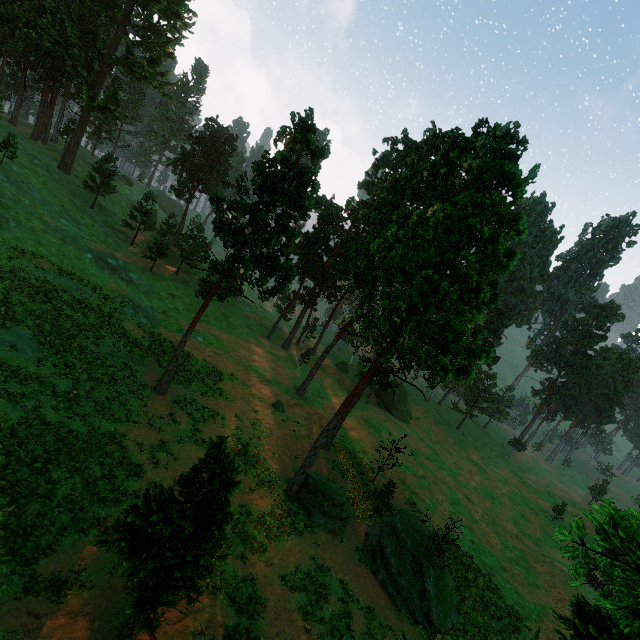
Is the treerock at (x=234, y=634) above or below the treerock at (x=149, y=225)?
below

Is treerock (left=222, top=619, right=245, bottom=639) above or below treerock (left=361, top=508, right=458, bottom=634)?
above

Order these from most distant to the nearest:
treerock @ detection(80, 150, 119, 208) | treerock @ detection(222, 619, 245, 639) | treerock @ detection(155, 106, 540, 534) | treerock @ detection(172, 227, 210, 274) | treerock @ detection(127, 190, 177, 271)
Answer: treerock @ detection(80, 150, 119, 208) < treerock @ detection(127, 190, 177, 271) < treerock @ detection(172, 227, 210, 274) < treerock @ detection(155, 106, 540, 534) < treerock @ detection(222, 619, 245, 639)

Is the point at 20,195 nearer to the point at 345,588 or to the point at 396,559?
the point at 345,588

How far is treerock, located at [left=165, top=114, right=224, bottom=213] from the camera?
55.97m

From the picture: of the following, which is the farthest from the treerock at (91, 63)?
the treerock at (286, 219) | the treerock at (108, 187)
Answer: the treerock at (286, 219)

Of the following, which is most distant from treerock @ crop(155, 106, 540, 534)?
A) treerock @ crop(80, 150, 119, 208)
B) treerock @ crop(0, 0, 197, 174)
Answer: treerock @ crop(0, 0, 197, 174)

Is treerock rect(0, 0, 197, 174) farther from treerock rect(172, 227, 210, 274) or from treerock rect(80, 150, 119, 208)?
→ treerock rect(172, 227, 210, 274)
